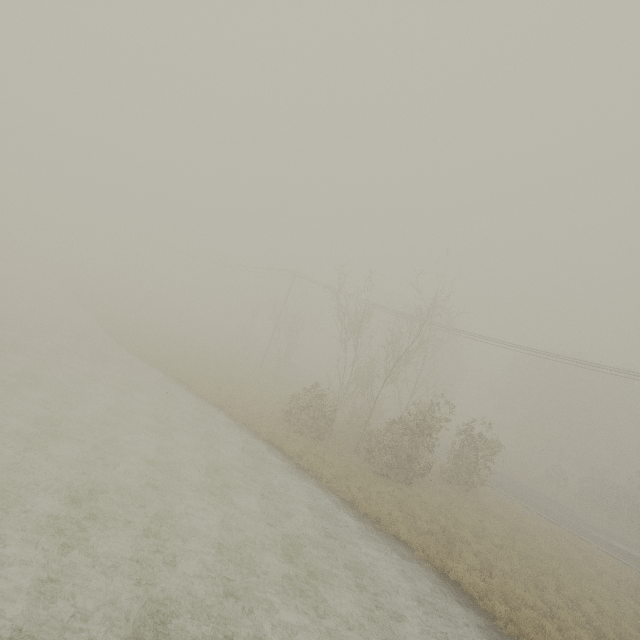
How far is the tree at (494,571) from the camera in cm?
1370

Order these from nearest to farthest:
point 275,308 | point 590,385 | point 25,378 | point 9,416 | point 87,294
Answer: point 9,416
point 25,378
point 275,308
point 590,385
point 87,294

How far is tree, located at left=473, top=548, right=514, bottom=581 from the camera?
13.7 meters
